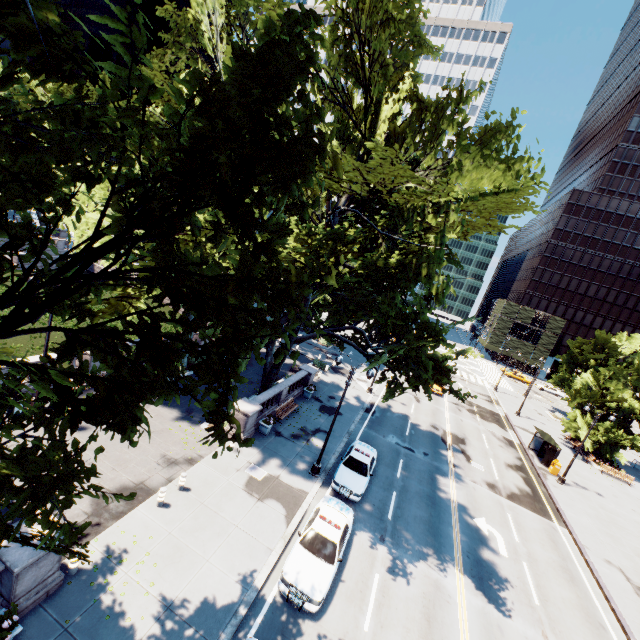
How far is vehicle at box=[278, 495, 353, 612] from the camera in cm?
1163

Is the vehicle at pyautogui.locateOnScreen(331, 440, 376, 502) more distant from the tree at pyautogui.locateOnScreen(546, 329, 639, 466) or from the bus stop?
the bus stop

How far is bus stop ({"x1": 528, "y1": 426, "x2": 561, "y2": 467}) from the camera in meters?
30.0

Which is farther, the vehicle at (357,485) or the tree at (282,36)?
the vehicle at (357,485)

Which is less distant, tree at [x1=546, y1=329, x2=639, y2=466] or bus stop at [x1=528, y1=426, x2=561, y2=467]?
bus stop at [x1=528, y1=426, x2=561, y2=467]

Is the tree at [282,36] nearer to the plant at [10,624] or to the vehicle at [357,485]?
the plant at [10,624]

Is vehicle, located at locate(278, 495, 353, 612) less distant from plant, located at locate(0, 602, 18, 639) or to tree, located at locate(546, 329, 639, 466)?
tree, located at locate(546, 329, 639, 466)

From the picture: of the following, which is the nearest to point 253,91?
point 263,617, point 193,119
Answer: point 193,119
